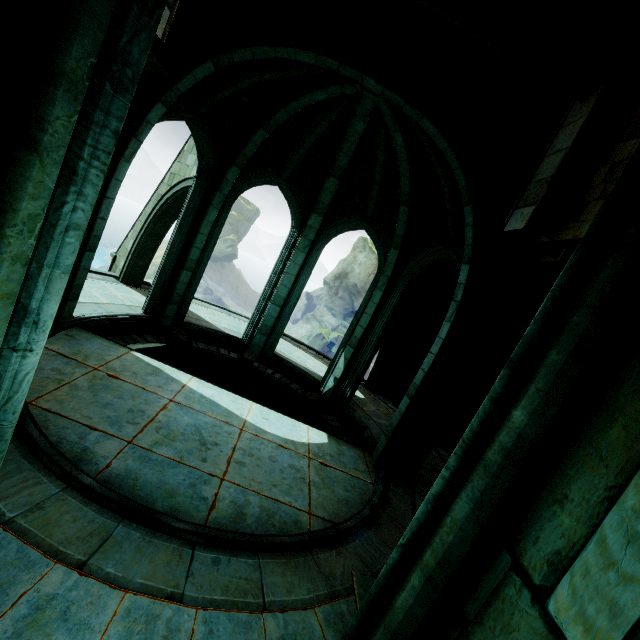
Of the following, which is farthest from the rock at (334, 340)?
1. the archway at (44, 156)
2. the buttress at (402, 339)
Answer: the archway at (44, 156)

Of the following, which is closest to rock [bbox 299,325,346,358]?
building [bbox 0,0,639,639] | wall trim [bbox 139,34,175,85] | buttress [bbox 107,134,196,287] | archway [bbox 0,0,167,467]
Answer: building [bbox 0,0,639,639]

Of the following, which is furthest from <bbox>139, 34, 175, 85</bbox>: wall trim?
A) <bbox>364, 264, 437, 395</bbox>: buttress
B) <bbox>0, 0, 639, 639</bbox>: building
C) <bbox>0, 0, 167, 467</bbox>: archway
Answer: <bbox>364, 264, 437, 395</bbox>: buttress

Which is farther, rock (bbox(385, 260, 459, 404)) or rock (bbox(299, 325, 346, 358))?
rock (bbox(299, 325, 346, 358))

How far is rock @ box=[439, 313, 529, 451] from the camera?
9.01m

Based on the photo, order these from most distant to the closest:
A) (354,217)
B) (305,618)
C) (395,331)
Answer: (395,331), (354,217), (305,618)

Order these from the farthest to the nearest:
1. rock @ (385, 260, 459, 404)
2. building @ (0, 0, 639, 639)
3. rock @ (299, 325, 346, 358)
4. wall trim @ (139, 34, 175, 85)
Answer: rock @ (299, 325, 346, 358) < rock @ (385, 260, 459, 404) < wall trim @ (139, 34, 175, 85) < building @ (0, 0, 639, 639)

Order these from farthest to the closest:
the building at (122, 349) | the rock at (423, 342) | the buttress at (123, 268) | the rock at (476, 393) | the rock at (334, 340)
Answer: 1. the rock at (334, 340)
2. the rock at (423, 342)
3. the buttress at (123, 268)
4. the rock at (476, 393)
5. the building at (122, 349)
